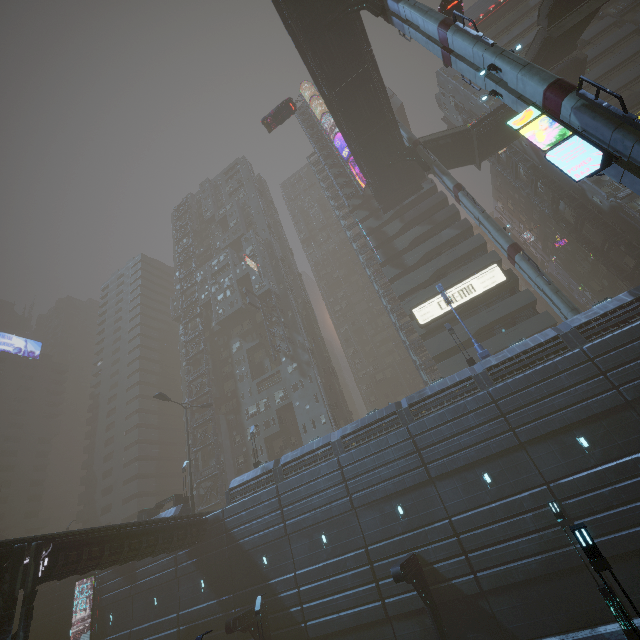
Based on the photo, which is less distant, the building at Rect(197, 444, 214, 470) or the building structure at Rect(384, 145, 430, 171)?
the building structure at Rect(384, 145, 430, 171)

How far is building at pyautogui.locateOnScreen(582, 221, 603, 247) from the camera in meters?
36.2 m

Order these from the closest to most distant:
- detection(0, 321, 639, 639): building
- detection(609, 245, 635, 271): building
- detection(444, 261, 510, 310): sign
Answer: detection(0, 321, 639, 639): building < detection(609, 245, 635, 271): building < detection(444, 261, 510, 310): sign

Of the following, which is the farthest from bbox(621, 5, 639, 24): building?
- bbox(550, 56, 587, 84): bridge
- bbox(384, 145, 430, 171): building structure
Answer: bbox(384, 145, 430, 171): building structure

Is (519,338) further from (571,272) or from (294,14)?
(294,14)

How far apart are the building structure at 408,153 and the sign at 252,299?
26.3m

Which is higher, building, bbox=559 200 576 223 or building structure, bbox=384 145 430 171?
building structure, bbox=384 145 430 171

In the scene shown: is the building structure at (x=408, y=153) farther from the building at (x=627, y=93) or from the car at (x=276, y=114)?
the car at (x=276, y=114)
